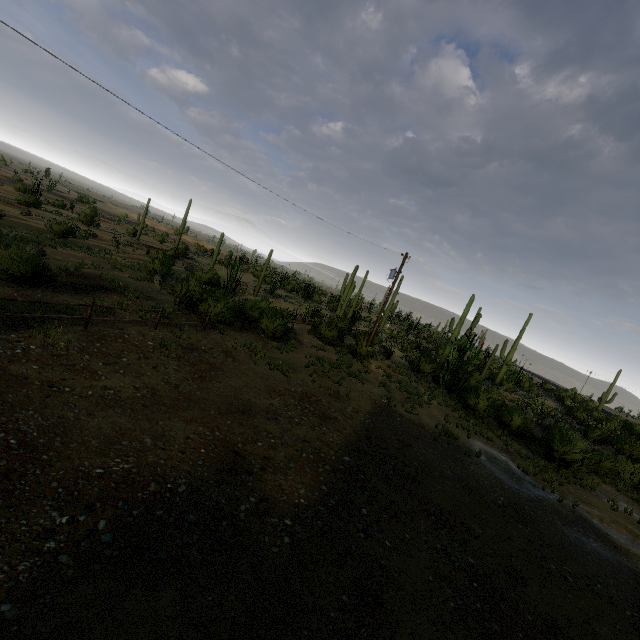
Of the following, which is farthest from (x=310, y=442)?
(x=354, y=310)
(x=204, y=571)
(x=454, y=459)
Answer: (x=354, y=310)
